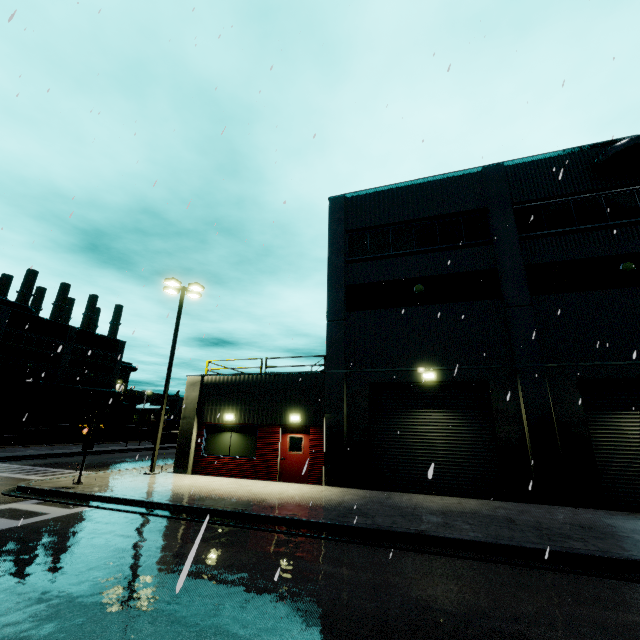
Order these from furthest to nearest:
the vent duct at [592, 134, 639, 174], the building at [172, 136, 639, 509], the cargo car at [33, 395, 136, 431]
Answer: the cargo car at [33, 395, 136, 431]
the vent duct at [592, 134, 639, 174]
the building at [172, 136, 639, 509]

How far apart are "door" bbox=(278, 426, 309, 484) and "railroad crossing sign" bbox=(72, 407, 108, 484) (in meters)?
6.86

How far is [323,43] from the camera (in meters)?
12.55

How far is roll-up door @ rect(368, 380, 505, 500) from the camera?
12.6 meters

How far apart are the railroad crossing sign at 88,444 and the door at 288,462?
6.86m

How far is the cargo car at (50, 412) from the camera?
37.66m

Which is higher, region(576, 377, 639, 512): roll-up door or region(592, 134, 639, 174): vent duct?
region(592, 134, 639, 174): vent duct

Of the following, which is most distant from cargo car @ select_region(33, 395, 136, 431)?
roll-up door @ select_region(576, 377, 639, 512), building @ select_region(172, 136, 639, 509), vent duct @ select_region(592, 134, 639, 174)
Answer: roll-up door @ select_region(576, 377, 639, 512)
